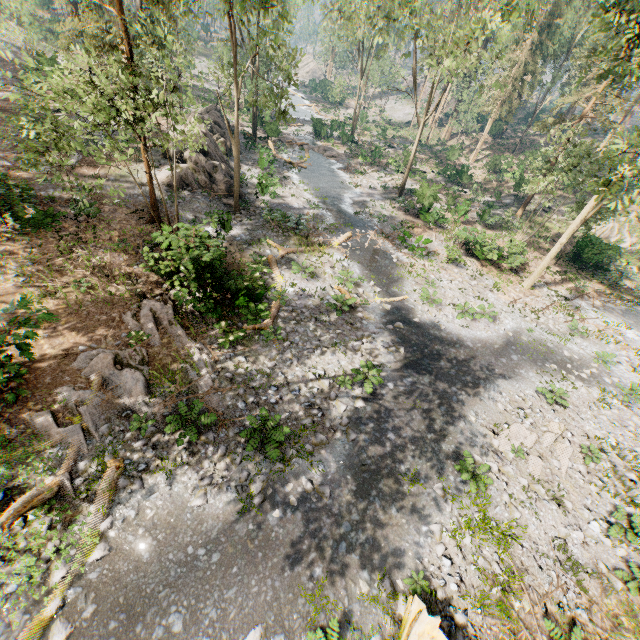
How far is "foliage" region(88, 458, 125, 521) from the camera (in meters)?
8.52

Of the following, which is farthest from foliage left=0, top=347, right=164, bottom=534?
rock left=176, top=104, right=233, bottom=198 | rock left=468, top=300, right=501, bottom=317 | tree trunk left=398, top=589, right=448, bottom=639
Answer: rock left=468, top=300, right=501, bottom=317

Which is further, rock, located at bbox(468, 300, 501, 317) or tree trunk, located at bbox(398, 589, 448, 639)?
rock, located at bbox(468, 300, 501, 317)

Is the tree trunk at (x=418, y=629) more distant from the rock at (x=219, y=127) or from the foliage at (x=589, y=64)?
the rock at (x=219, y=127)

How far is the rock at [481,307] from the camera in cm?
1828

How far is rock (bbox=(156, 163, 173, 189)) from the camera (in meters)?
21.59

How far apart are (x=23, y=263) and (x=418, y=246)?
23.25m
